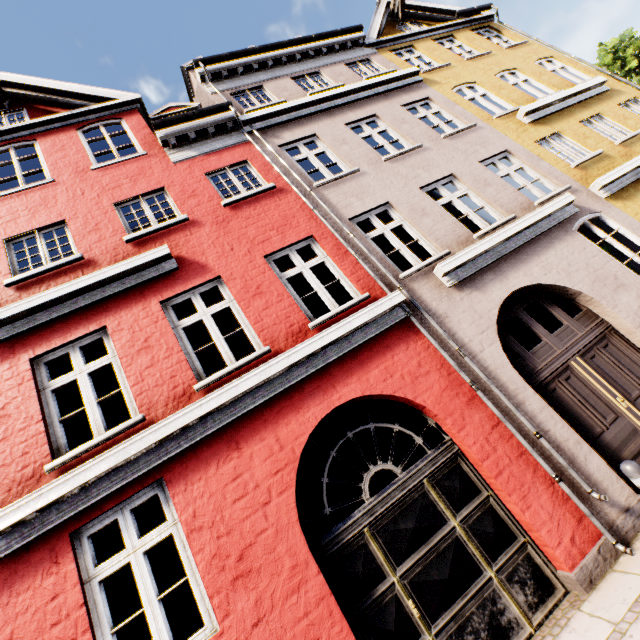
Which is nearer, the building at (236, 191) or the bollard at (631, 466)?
the bollard at (631, 466)

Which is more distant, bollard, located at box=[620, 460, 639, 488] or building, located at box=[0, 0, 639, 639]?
building, located at box=[0, 0, 639, 639]

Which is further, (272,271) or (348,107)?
(348,107)
